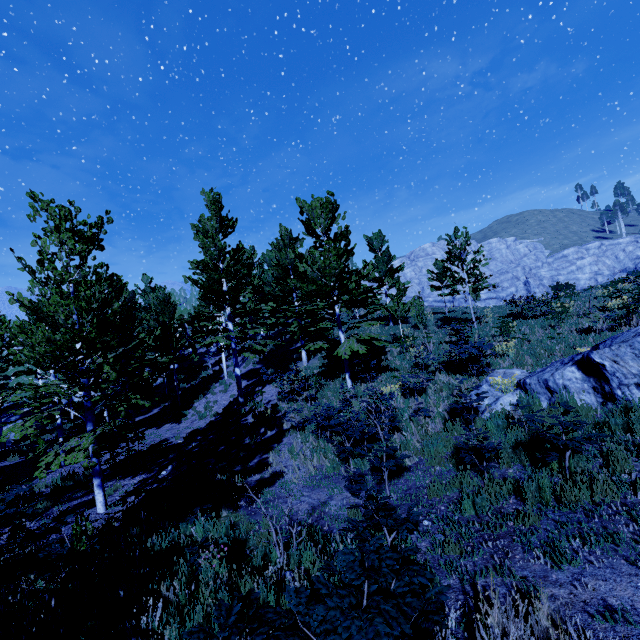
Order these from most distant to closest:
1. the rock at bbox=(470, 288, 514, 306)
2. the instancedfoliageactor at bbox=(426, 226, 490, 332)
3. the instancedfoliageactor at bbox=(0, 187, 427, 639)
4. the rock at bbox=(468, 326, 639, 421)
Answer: the rock at bbox=(470, 288, 514, 306)
the instancedfoliageactor at bbox=(426, 226, 490, 332)
the instancedfoliageactor at bbox=(0, 187, 427, 639)
the rock at bbox=(468, 326, 639, 421)

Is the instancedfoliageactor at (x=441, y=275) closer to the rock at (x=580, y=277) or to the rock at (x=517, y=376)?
the rock at (x=517, y=376)

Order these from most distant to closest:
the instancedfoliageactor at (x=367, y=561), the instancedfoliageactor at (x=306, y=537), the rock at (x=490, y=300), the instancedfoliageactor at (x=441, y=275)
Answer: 1. the rock at (x=490, y=300)
2. the instancedfoliageactor at (x=441, y=275)
3. the instancedfoliageactor at (x=306, y=537)
4. the instancedfoliageactor at (x=367, y=561)

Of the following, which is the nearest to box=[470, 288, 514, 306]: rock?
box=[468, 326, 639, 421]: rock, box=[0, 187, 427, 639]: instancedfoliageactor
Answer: box=[0, 187, 427, 639]: instancedfoliageactor

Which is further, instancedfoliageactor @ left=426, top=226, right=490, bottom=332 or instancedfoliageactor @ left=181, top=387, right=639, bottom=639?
instancedfoliageactor @ left=426, top=226, right=490, bottom=332

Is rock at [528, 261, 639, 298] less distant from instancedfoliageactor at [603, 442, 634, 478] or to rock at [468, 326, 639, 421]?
instancedfoliageactor at [603, 442, 634, 478]

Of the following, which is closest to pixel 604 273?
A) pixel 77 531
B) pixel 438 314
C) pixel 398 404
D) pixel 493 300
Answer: pixel 493 300

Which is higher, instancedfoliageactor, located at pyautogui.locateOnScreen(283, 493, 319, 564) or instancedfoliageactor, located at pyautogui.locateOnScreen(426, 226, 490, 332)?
instancedfoliageactor, located at pyautogui.locateOnScreen(426, 226, 490, 332)
